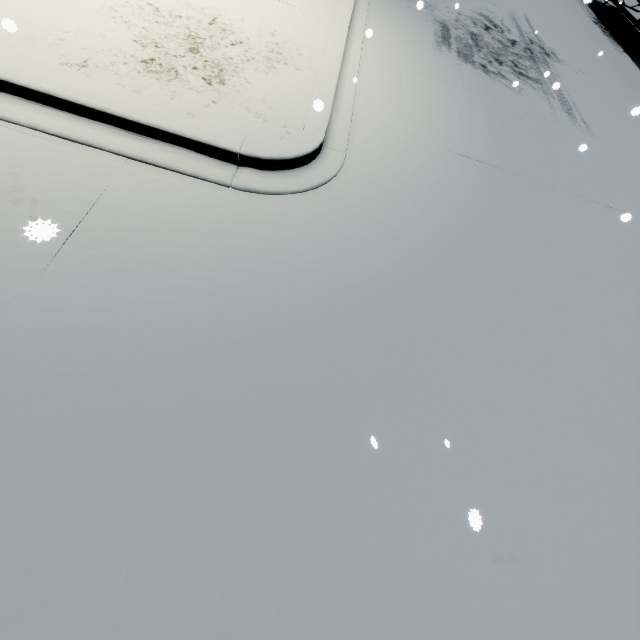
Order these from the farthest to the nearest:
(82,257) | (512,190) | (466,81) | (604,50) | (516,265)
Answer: (604,50), (466,81), (512,190), (516,265), (82,257)
